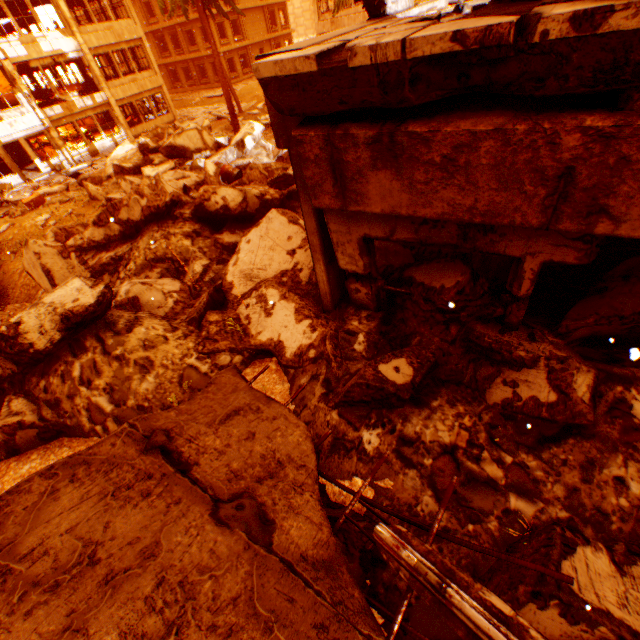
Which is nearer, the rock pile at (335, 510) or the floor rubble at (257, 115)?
the rock pile at (335, 510)

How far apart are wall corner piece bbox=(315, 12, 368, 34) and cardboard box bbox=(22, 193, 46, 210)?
24.2m

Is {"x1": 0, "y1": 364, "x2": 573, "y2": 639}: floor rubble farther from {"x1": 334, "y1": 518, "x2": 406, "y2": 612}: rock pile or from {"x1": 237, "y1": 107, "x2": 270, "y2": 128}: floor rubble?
{"x1": 237, "y1": 107, "x2": 270, "y2": 128}: floor rubble

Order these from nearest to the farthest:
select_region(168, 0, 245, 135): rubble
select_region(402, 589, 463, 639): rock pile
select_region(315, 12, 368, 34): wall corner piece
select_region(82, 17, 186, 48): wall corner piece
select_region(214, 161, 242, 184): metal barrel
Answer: select_region(402, 589, 463, 639): rock pile
select_region(214, 161, 242, 184): metal barrel
select_region(168, 0, 245, 135): rubble
select_region(82, 17, 186, 48): wall corner piece
select_region(315, 12, 368, 34): wall corner piece

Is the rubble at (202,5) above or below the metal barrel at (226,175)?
above

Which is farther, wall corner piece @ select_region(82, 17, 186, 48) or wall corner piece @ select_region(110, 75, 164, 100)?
wall corner piece @ select_region(110, 75, 164, 100)

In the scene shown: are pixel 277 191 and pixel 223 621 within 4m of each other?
no

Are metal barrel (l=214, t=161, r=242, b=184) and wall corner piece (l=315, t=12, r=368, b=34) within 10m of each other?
no
